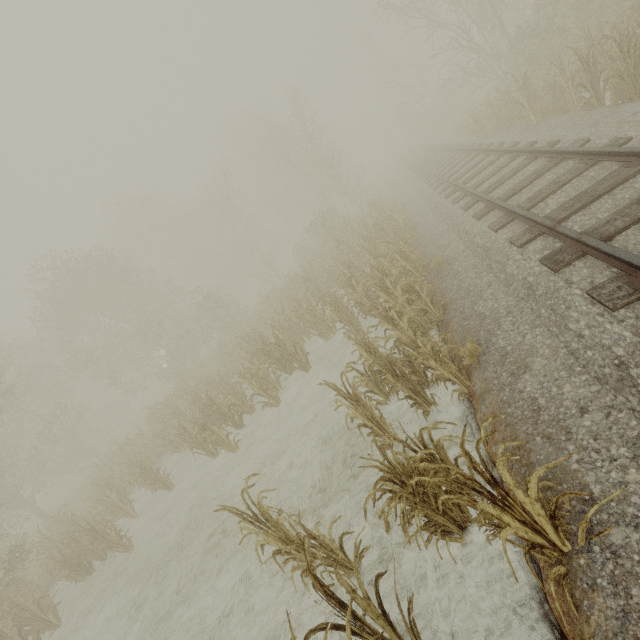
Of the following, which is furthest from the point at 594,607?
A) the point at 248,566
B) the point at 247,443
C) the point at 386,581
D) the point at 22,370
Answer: the point at 22,370

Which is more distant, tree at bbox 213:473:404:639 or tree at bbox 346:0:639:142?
tree at bbox 346:0:639:142

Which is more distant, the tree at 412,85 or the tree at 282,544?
the tree at 412,85
